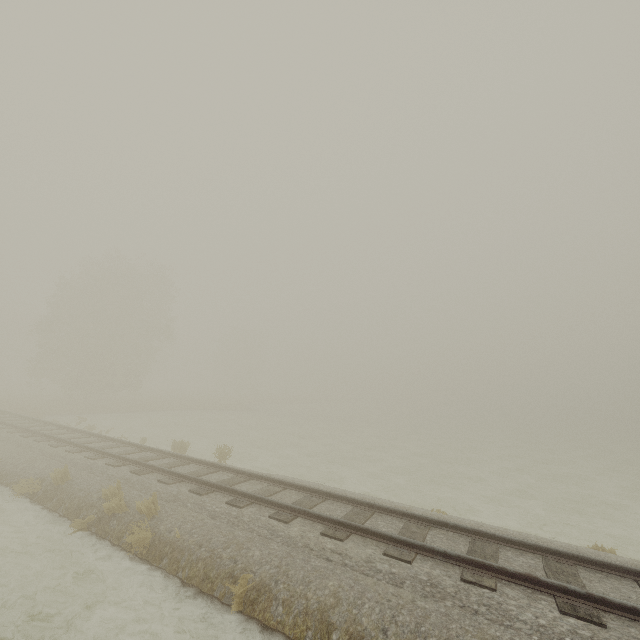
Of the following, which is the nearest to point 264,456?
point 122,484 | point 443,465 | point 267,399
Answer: point 122,484
